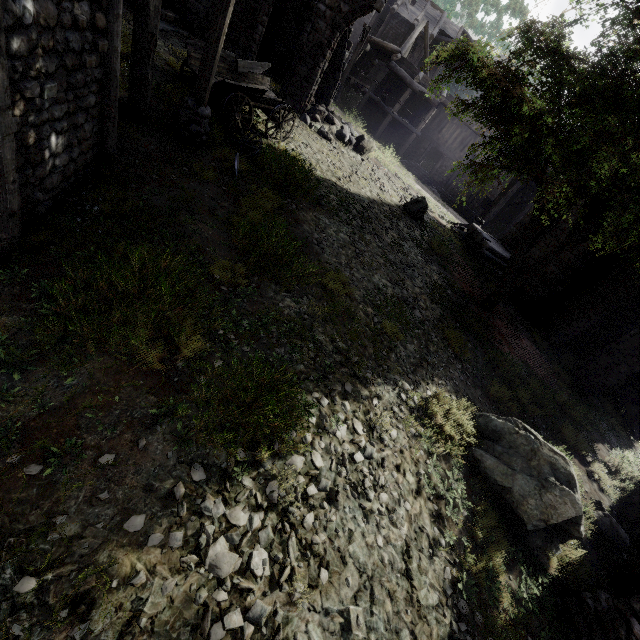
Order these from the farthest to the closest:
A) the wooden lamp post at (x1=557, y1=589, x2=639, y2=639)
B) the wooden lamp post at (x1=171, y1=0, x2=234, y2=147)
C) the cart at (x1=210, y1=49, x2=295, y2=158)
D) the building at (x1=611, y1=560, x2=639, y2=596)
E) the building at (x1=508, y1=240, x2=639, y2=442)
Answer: the building at (x1=508, y1=240, x2=639, y2=442)
the cart at (x1=210, y1=49, x2=295, y2=158)
the wooden lamp post at (x1=171, y1=0, x2=234, y2=147)
the building at (x1=611, y1=560, x2=639, y2=596)
the wooden lamp post at (x1=557, y1=589, x2=639, y2=639)

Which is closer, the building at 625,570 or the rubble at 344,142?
the building at 625,570

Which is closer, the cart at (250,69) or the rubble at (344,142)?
the cart at (250,69)

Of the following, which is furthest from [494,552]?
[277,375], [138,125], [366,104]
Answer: [366,104]

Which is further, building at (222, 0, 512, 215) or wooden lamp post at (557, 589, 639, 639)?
building at (222, 0, 512, 215)

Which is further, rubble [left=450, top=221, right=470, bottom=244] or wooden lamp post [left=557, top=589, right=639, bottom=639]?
rubble [left=450, top=221, right=470, bottom=244]

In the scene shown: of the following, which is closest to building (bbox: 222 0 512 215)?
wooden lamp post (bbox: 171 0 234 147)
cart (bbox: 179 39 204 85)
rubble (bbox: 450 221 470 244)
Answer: rubble (bbox: 450 221 470 244)

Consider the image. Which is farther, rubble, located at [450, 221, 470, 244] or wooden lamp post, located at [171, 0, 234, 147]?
rubble, located at [450, 221, 470, 244]
